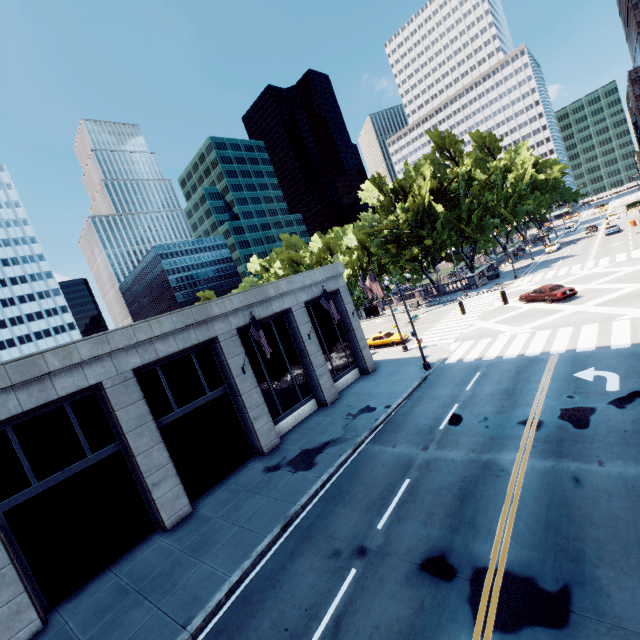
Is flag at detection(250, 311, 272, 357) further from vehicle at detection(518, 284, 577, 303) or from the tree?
the tree

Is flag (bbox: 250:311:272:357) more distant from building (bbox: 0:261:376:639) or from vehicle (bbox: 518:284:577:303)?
vehicle (bbox: 518:284:577:303)

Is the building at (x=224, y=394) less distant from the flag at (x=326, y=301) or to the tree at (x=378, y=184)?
the flag at (x=326, y=301)

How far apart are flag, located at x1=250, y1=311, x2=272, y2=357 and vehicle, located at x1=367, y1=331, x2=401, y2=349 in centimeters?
1877cm

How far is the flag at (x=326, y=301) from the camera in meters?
20.9 m

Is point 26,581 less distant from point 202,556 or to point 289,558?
point 202,556

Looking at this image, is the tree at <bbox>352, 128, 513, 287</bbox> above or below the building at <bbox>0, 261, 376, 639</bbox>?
above

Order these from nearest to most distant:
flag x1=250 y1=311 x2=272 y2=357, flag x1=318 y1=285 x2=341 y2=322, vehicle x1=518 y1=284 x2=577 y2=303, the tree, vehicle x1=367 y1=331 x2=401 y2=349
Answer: flag x1=250 y1=311 x2=272 y2=357 < flag x1=318 y1=285 x2=341 y2=322 < vehicle x1=518 y1=284 x2=577 y2=303 < vehicle x1=367 y1=331 x2=401 y2=349 < the tree
